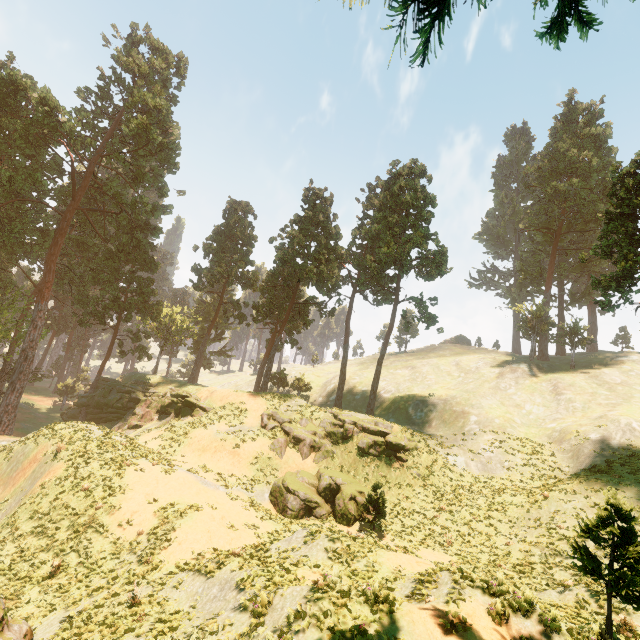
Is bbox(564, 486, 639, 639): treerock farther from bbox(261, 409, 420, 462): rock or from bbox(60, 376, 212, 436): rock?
bbox(261, 409, 420, 462): rock

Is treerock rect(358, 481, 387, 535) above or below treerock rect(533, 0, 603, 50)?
below

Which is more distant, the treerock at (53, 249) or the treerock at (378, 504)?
the treerock at (53, 249)

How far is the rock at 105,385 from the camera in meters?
34.9 m

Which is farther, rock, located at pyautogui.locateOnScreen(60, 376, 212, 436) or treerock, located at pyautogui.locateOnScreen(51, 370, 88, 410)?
treerock, located at pyautogui.locateOnScreen(51, 370, 88, 410)

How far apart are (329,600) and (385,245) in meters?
35.6 m
